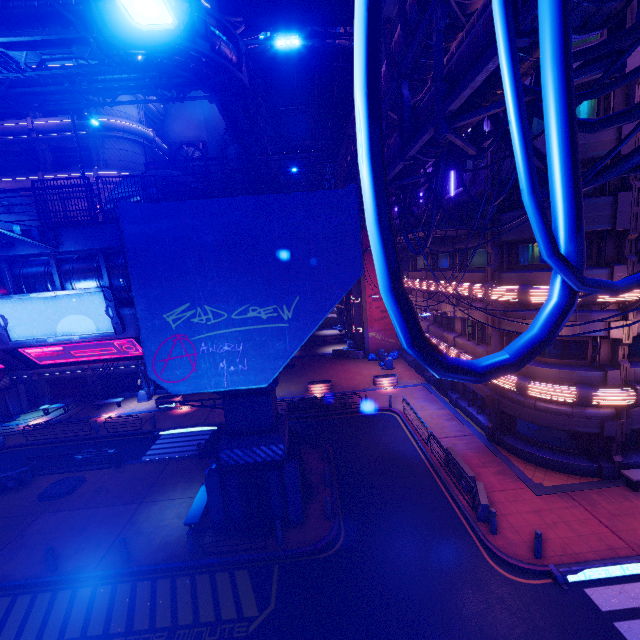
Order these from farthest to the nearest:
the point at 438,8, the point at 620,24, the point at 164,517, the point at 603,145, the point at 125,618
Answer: the point at 164,517 → the point at 603,145 → the point at 125,618 → the point at 438,8 → the point at 620,24

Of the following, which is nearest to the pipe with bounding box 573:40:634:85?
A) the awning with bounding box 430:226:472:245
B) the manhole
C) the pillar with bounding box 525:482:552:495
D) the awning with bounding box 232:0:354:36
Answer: the awning with bounding box 430:226:472:245

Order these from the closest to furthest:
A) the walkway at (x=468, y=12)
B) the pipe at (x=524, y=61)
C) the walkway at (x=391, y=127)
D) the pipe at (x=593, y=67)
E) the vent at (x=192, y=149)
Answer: the pipe at (x=524, y=61)
the pipe at (x=593, y=67)
the walkway at (x=468, y=12)
the walkway at (x=391, y=127)
the vent at (x=192, y=149)

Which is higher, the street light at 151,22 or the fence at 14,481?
the street light at 151,22

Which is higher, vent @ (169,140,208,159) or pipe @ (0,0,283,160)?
vent @ (169,140,208,159)

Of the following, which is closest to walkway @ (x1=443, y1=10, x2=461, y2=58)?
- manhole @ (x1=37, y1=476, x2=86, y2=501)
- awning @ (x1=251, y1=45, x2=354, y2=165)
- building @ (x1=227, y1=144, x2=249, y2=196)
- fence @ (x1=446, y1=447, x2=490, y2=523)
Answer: awning @ (x1=251, y1=45, x2=354, y2=165)

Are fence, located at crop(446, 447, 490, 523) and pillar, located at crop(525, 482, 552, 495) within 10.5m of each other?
yes

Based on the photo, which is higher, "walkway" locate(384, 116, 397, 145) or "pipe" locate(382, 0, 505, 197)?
"walkway" locate(384, 116, 397, 145)
